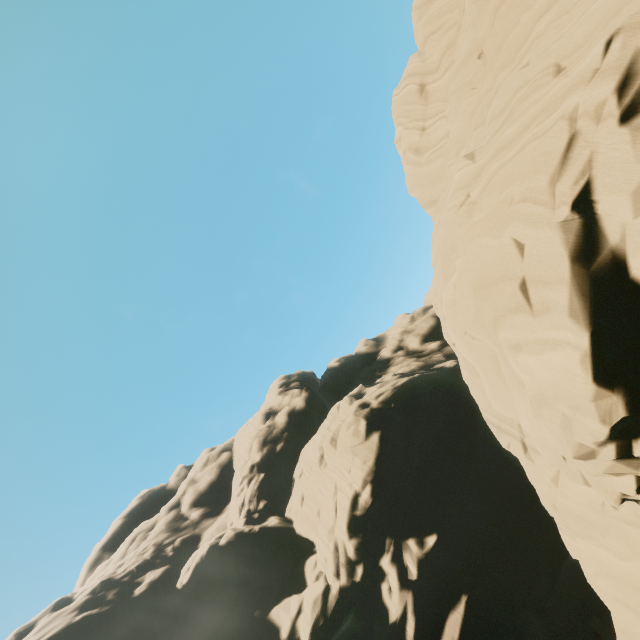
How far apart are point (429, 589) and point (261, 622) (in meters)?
23.70
